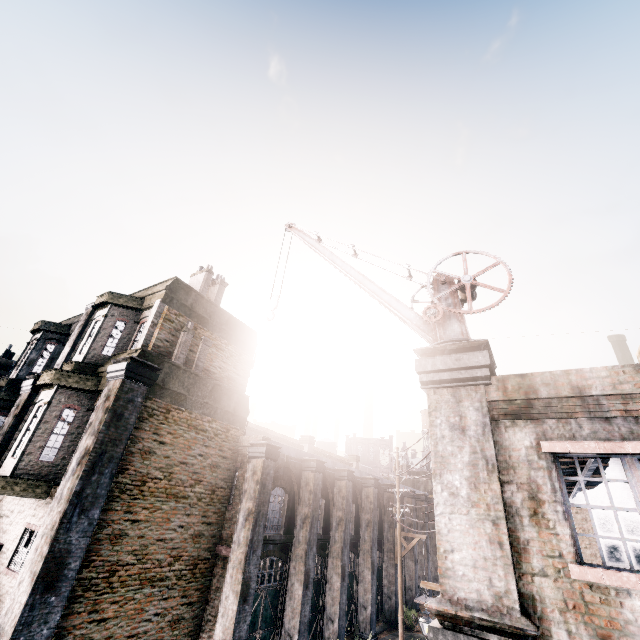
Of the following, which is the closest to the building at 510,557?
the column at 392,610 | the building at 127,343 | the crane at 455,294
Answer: the crane at 455,294

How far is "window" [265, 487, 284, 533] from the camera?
14.28m

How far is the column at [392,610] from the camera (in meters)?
20.88

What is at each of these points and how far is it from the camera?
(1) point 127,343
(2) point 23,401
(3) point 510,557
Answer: (1) building, 13.2m
(2) column, 13.6m
(3) building, 4.8m

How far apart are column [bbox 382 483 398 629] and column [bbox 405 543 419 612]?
4.2m

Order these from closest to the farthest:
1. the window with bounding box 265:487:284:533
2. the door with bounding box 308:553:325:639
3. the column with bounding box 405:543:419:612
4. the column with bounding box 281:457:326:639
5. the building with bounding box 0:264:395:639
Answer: the building with bounding box 0:264:395:639, the column with bounding box 281:457:326:639, the window with bounding box 265:487:284:533, the door with bounding box 308:553:325:639, the column with bounding box 405:543:419:612

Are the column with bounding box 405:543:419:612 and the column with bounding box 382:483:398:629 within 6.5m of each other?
yes

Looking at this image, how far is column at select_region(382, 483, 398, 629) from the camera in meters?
20.9
